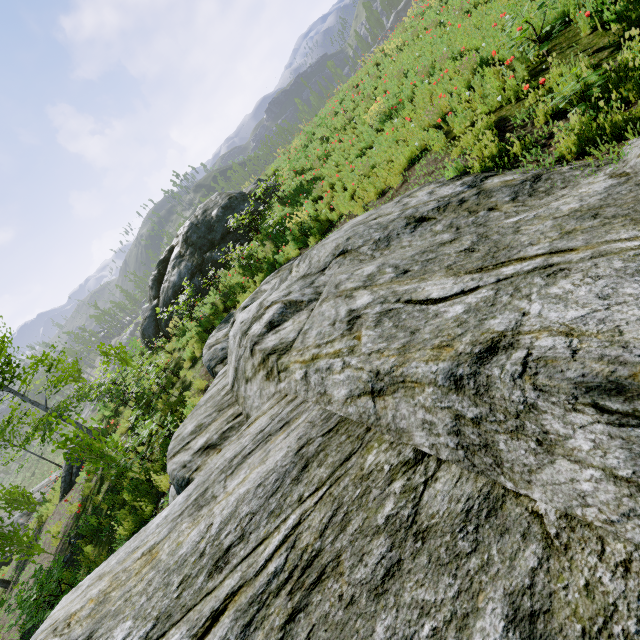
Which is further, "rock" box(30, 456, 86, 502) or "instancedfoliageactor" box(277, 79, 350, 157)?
"instancedfoliageactor" box(277, 79, 350, 157)

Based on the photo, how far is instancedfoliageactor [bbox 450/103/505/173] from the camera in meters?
5.1 m

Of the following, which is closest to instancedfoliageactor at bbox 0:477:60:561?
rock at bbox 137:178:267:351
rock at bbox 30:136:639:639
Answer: rock at bbox 30:136:639:639

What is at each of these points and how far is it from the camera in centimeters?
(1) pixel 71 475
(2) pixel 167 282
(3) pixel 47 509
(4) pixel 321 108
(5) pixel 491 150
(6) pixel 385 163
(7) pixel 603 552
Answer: (1) rock, 1385cm
(2) rock, 1636cm
(3) instancedfoliageactor, 1438cm
(4) instancedfoliageactor, 2756cm
(5) instancedfoliageactor, 516cm
(6) instancedfoliageactor, 777cm
(7) rock, 112cm

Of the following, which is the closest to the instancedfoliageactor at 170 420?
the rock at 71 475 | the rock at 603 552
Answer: the rock at 71 475

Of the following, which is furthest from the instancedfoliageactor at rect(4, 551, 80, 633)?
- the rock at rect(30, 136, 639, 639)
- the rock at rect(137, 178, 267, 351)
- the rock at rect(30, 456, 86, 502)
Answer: the rock at rect(137, 178, 267, 351)

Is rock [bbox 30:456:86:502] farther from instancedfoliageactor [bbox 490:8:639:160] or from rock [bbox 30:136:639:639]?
rock [bbox 30:136:639:639]

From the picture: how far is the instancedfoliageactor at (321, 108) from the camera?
15.5m
